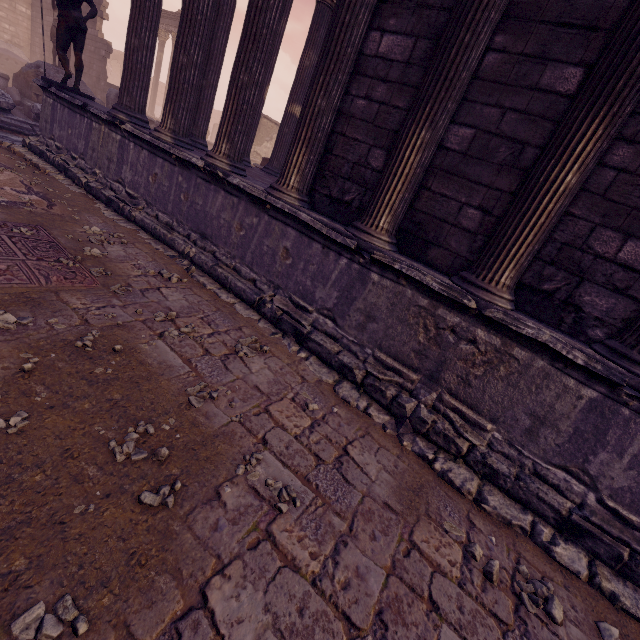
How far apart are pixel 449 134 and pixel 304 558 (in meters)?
4.09

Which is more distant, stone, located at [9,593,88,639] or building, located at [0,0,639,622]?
building, located at [0,0,639,622]

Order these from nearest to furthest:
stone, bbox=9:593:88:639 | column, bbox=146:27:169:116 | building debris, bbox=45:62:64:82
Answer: stone, bbox=9:593:88:639 → building debris, bbox=45:62:64:82 → column, bbox=146:27:169:116

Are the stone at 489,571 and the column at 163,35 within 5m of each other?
no

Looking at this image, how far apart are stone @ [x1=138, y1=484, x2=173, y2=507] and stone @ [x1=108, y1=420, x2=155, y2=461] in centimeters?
23cm

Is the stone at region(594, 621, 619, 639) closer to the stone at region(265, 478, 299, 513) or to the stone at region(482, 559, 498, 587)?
the stone at region(482, 559, 498, 587)

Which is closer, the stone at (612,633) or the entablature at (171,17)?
the stone at (612,633)

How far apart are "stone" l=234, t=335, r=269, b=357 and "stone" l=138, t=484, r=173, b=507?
1.62m
